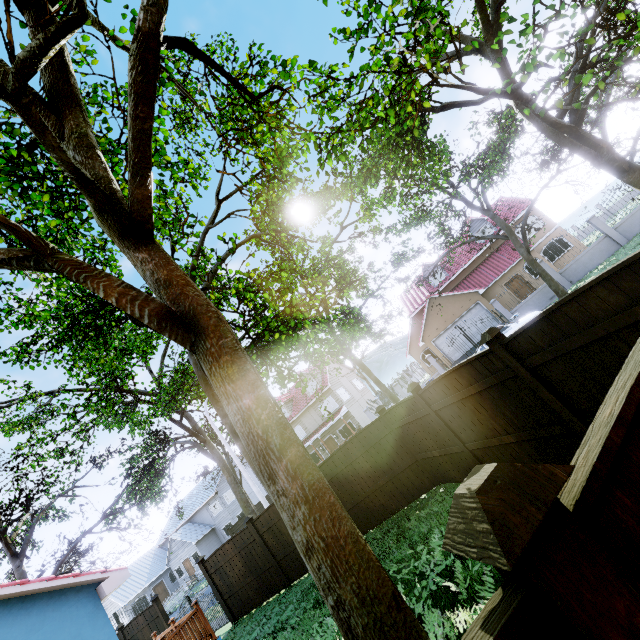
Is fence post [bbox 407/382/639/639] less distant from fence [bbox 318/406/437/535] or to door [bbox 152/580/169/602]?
fence [bbox 318/406/437/535]

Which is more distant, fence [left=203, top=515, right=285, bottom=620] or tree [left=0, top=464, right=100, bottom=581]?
tree [left=0, top=464, right=100, bottom=581]

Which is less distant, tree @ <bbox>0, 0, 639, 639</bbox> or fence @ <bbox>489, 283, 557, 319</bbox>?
tree @ <bbox>0, 0, 639, 639</bbox>

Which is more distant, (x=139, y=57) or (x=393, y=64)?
(x=393, y=64)

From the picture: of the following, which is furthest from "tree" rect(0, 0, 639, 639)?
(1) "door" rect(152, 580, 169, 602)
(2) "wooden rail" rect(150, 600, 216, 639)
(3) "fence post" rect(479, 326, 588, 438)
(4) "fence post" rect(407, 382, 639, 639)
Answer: (1) "door" rect(152, 580, 169, 602)

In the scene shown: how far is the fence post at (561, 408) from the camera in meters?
4.4

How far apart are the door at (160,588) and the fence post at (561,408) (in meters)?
52.87

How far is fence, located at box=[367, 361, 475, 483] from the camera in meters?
7.4 m
